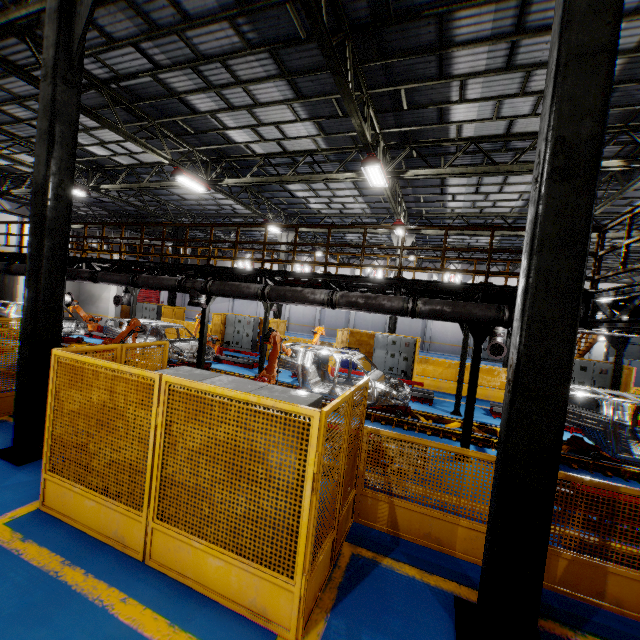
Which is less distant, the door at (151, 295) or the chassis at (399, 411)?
the chassis at (399, 411)

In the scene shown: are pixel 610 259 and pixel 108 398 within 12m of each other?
Result: no

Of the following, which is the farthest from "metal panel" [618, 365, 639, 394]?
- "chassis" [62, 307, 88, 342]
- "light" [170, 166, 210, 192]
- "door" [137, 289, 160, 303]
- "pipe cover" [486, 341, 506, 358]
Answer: "door" [137, 289, 160, 303]

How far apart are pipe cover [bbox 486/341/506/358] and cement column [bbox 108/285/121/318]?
22.6m

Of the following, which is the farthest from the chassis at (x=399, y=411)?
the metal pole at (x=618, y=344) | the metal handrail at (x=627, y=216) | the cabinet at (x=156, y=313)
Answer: the cabinet at (x=156, y=313)

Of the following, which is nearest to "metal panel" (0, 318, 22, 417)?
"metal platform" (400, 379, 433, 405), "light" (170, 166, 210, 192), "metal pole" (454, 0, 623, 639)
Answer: "metal pole" (454, 0, 623, 639)

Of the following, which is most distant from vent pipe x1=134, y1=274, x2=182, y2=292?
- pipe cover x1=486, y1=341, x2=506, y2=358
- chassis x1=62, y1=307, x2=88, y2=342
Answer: pipe cover x1=486, y1=341, x2=506, y2=358

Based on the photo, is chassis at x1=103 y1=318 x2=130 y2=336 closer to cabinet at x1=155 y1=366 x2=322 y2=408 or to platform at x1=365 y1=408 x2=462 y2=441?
platform at x1=365 y1=408 x2=462 y2=441
